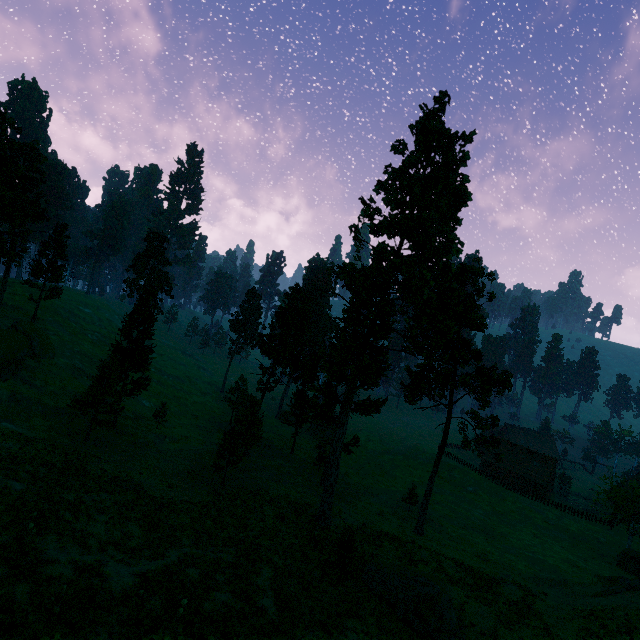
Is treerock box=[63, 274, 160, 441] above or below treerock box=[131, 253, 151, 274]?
below

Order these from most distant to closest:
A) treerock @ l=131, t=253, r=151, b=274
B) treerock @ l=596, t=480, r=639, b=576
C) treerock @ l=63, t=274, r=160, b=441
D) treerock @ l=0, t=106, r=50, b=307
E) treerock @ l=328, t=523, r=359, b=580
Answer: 1. treerock @ l=131, t=253, r=151, b=274
2. treerock @ l=596, t=480, r=639, b=576
3. treerock @ l=0, t=106, r=50, b=307
4. treerock @ l=63, t=274, r=160, b=441
5. treerock @ l=328, t=523, r=359, b=580

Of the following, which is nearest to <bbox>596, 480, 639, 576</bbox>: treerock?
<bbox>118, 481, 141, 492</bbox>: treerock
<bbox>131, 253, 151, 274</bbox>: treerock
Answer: <bbox>118, 481, 141, 492</bbox>: treerock

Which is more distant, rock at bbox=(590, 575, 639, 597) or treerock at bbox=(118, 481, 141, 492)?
treerock at bbox=(118, 481, 141, 492)

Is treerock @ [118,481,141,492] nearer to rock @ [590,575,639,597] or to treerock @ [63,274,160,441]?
treerock @ [63,274,160,441]

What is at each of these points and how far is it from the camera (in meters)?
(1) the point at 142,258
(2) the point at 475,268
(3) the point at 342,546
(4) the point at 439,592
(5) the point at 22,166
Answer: (1) treerock, 58.69
(2) treerock, 33.75
(3) treerock, 21.33
(4) treerock, 20.16
(5) treerock, 33.72

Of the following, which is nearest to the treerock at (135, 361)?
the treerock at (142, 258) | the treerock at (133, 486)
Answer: the treerock at (133, 486)

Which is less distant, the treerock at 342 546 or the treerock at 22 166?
the treerock at 342 546
